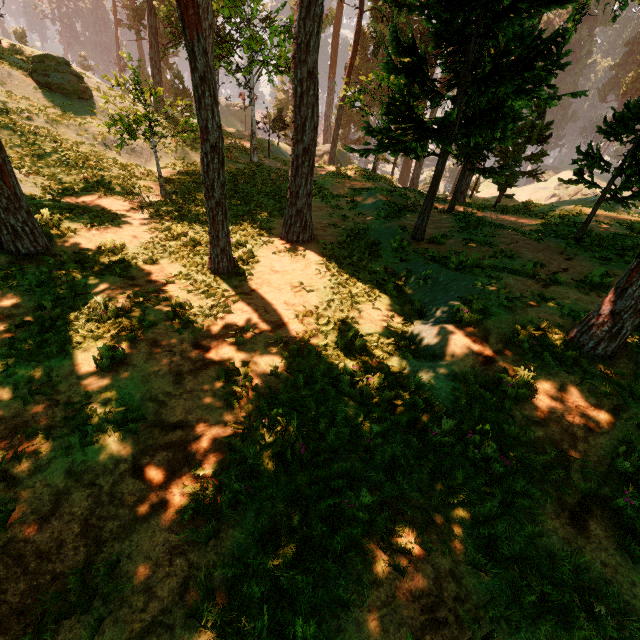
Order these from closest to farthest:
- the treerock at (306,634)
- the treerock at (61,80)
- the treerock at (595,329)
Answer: the treerock at (306,634)
the treerock at (595,329)
the treerock at (61,80)

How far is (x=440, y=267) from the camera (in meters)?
10.41

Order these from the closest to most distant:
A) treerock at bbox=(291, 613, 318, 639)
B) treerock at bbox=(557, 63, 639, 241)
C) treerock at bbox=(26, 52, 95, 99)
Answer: treerock at bbox=(291, 613, 318, 639), treerock at bbox=(557, 63, 639, 241), treerock at bbox=(26, 52, 95, 99)

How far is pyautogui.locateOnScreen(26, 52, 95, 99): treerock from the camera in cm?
1888

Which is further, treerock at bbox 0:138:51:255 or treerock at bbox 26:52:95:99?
treerock at bbox 26:52:95:99

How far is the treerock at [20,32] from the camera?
44.8m
